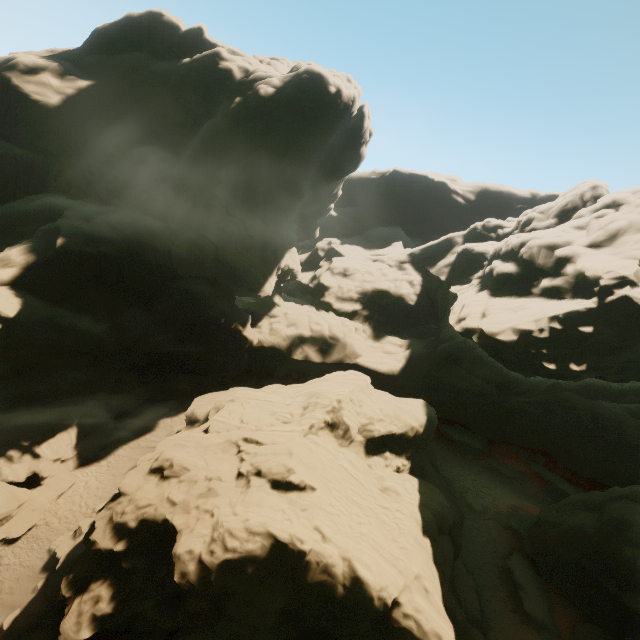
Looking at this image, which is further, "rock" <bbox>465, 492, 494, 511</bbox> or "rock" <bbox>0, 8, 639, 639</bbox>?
"rock" <bbox>465, 492, 494, 511</bbox>

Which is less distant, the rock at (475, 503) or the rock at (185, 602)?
the rock at (185, 602)

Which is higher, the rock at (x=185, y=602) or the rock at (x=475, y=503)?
the rock at (x=185, y=602)

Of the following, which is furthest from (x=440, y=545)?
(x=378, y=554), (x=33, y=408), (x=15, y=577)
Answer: (x=33, y=408)

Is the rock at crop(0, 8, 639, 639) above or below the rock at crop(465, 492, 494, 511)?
above

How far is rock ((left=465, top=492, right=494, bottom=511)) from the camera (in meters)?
24.95
